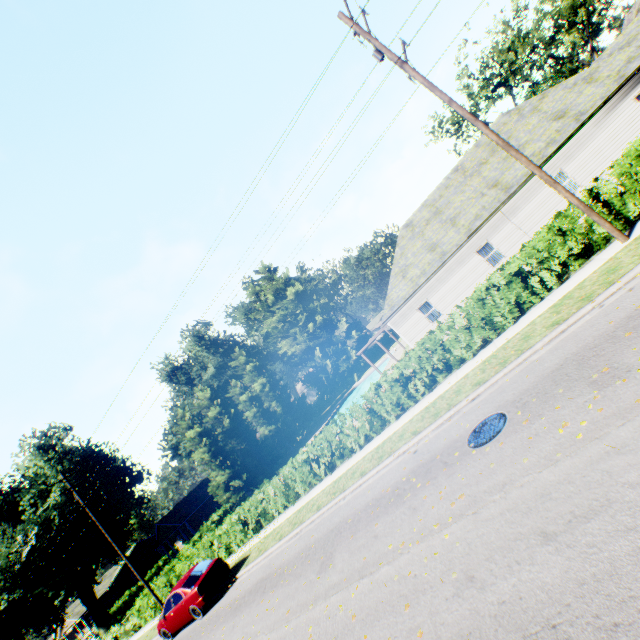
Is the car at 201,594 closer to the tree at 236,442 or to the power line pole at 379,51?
the tree at 236,442

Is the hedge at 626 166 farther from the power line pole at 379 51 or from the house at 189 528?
the house at 189 528

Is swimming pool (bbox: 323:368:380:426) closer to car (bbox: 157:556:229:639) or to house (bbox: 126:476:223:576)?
car (bbox: 157:556:229:639)

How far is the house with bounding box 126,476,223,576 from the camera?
39.44m

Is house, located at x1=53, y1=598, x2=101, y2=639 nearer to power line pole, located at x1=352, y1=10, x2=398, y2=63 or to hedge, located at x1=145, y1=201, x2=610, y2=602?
hedge, located at x1=145, y1=201, x2=610, y2=602

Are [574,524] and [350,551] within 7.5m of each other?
yes

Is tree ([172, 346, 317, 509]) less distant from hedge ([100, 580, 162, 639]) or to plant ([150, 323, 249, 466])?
hedge ([100, 580, 162, 639])

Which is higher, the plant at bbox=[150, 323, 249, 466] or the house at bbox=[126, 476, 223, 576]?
the plant at bbox=[150, 323, 249, 466]
